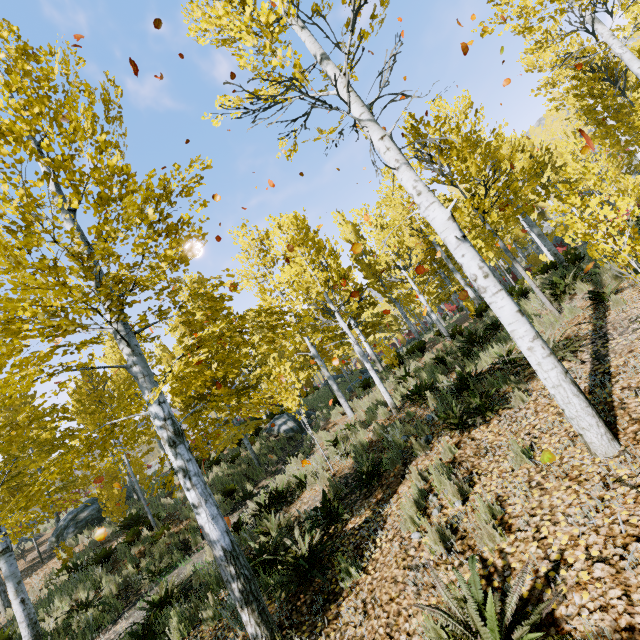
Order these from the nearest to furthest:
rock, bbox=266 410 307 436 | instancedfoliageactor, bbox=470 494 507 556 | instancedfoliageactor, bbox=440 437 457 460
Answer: instancedfoliageactor, bbox=470 494 507 556
instancedfoliageactor, bbox=440 437 457 460
rock, bbox=266 410 307 436

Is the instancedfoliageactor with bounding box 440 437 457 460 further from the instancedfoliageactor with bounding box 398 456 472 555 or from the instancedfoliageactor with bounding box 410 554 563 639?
the instancedfoliageactor with bounding box 410 554 563 639

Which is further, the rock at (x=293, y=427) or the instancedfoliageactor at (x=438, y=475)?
the rock at (x=293, y=427)

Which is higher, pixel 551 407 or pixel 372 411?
pixel 372 411

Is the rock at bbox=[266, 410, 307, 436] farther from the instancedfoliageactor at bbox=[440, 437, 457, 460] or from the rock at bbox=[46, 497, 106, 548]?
the rock at bbox=[46, 497, 106, 548]

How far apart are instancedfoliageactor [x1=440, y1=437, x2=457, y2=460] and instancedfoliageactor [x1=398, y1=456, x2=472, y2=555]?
0.97m

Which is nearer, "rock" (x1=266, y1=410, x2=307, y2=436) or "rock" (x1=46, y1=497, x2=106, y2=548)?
"rock" (x1=46, y1=497, x2=106, y2=548)

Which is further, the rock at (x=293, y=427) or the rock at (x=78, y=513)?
the rock at (x=293, y=427)
